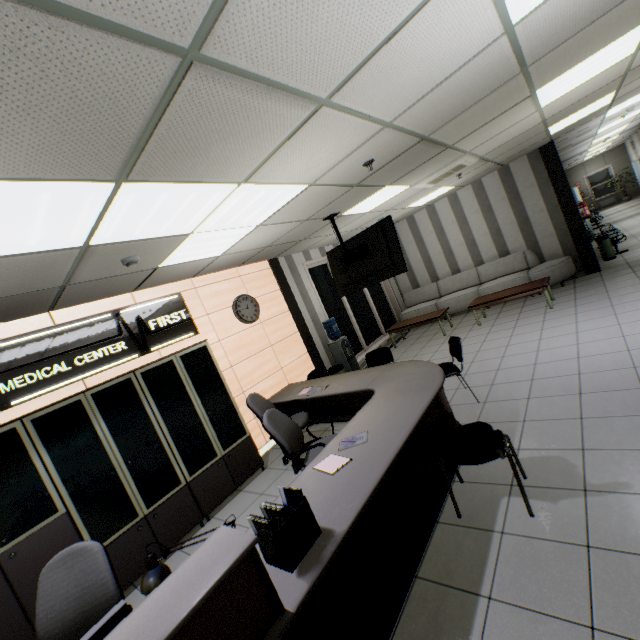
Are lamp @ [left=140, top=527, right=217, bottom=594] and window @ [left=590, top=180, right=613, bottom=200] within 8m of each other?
no

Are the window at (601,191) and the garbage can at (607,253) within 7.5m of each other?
no

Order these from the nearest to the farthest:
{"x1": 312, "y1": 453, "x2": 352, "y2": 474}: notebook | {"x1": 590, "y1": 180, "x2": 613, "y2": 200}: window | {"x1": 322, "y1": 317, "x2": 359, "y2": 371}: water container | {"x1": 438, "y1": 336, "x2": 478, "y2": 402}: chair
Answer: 1. {"x1": 312, "y1": 453, "x2": 352, "y2": 474}: notebook
2. {"x1": 438, "y1": 336, "x2": 478, "y2": 402}: chair
3. {"x1": 322, "y1": 317, "x2": 359, "y2": 371}: water container
4. {"x1": 590, "y1": 180, "x2": 613, "y2": 200}: window

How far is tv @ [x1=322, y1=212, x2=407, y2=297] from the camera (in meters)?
4.68

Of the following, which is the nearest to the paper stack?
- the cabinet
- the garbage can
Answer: the cabinet

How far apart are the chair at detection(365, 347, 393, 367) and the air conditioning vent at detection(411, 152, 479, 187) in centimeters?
294cm

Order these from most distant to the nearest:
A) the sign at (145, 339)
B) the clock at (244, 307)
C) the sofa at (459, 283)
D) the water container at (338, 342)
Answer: the sofa at (459, 283), the water container at (338, 342), the clock at (244, 307), the sign at (145, 339)

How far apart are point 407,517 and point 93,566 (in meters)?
2.25
